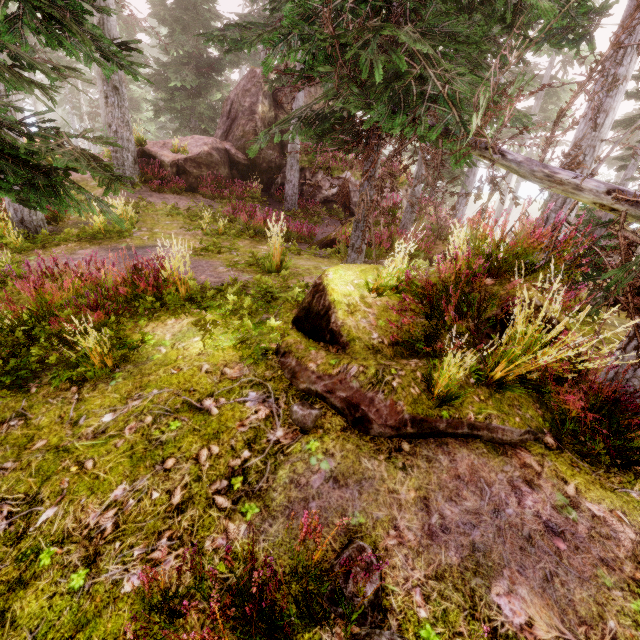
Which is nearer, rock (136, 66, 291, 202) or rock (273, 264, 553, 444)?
rock (273, 264, 553, 444)

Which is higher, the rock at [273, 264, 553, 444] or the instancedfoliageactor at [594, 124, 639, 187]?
the instancedfoliageactor at [594, 124, 639, 187]

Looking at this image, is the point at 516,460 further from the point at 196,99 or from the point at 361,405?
the point at 196,99

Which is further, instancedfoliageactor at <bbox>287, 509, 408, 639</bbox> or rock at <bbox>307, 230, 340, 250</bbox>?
rock at <bbox>307, 230, 340, 250</bbox>

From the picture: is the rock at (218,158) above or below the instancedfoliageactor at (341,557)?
above

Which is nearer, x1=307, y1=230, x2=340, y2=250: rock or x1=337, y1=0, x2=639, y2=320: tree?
x1=337, y1=0, x2=639, y2=320: tree

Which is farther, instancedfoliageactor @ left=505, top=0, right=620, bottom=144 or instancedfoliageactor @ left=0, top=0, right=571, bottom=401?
instancedfoliageactor @ left=505, top=0, right=620, bottom=144

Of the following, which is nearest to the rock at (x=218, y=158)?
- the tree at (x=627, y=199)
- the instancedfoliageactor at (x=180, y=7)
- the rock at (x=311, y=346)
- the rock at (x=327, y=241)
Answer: the instancedfoliageactor at (x=180, y=7)
